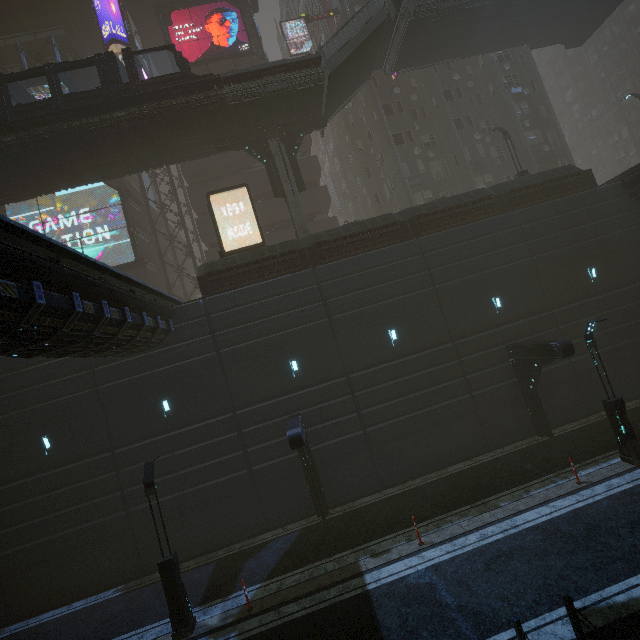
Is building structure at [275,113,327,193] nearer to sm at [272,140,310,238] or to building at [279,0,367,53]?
sm at [272,140,310,238]

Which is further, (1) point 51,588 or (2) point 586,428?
(2) point 586,428

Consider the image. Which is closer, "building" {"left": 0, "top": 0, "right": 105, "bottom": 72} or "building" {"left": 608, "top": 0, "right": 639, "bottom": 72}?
"building" {"left": 0, "top": 0, "right": 105, "bottom": 72}

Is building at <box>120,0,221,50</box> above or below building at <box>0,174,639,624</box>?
above

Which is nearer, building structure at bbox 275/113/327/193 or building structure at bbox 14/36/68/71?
building structure at bbox 275/113/327/193

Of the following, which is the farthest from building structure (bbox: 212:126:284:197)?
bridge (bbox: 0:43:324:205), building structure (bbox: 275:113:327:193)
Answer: building structure (bbox: 275:113:327:193)

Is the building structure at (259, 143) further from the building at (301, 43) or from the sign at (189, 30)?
the sign at (189, 30)

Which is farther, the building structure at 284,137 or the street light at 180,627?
the building structure at 284,137
